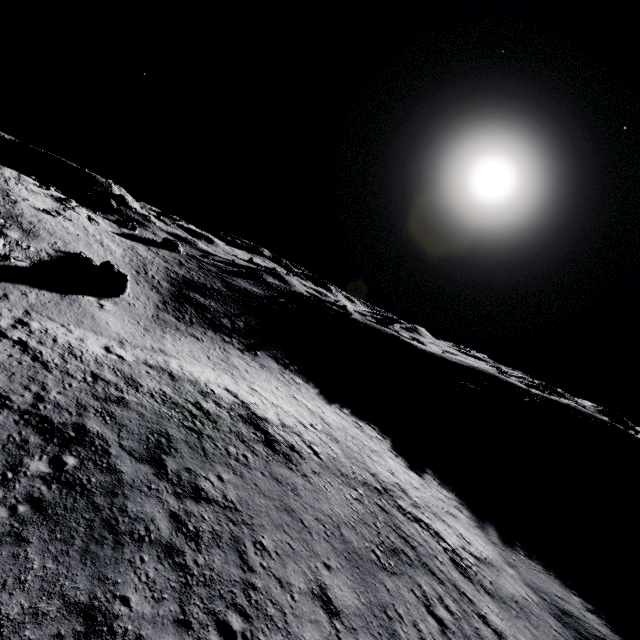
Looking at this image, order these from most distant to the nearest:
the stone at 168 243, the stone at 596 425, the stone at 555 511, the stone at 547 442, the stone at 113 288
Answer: the stone at 168 243
the stone at 596 425
the stone at 547 442
the stone at 113 288
the stone at 555 511

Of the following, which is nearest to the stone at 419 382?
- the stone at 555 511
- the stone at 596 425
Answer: the stone at 555 511

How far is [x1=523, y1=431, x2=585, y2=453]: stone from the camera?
35.00m

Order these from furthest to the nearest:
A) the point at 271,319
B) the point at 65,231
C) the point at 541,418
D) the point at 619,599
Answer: the point at 271,319, the point at 541,418, the point at 65,231, the point at 619,599

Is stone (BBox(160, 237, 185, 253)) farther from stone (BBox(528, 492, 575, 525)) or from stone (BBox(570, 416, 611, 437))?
stone (BBox(570, 416, 611, 437))

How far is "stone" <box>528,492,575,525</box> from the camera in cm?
2472

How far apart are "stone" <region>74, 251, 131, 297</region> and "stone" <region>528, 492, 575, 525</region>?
38.65m

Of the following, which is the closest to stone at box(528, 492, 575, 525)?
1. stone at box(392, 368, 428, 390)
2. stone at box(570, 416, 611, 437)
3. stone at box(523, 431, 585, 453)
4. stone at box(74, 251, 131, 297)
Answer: stone at box(523, 431, 585, 453)
